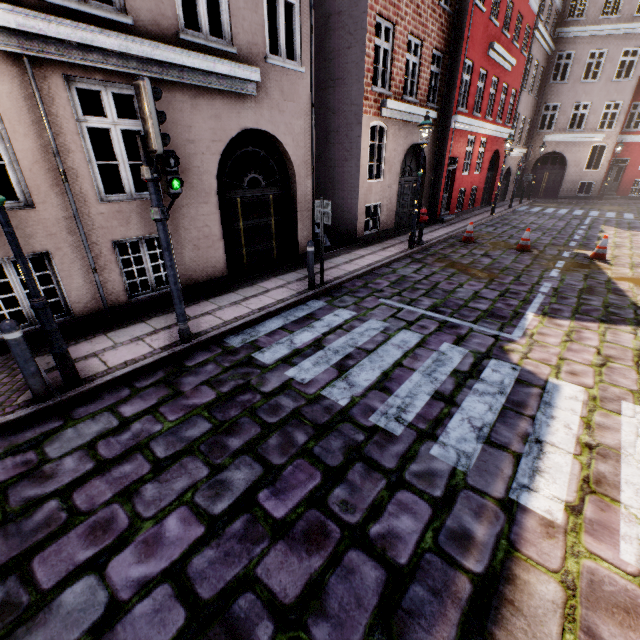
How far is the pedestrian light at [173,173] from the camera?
4.25m

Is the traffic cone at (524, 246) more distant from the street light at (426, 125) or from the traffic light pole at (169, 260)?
the traffic light pole at (169, 260)

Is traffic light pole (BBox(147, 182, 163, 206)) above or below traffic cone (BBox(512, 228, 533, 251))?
above

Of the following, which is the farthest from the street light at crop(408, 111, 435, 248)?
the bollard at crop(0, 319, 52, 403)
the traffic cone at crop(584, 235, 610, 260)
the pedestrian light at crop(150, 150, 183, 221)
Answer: the bollard at crop(0, 319, 52, 403)

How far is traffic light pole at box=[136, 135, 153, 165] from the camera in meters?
4.0 m

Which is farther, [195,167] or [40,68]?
[195,167]

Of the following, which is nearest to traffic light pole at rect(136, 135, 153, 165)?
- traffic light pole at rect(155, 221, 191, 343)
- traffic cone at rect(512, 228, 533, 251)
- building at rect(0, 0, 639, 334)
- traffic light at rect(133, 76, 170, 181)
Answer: traffic light at rect(133, 76, 170, 181)

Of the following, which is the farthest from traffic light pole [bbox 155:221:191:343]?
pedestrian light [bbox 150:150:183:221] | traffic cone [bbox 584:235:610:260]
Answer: traffic cone [bbox 584:235:610:260]
